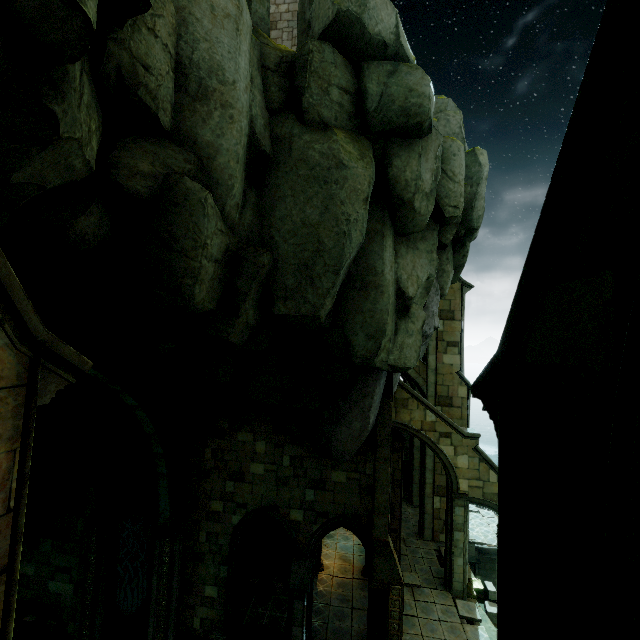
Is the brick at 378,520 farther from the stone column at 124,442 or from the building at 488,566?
the building at 488,566

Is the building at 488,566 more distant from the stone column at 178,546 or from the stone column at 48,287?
the stone column at 48,287

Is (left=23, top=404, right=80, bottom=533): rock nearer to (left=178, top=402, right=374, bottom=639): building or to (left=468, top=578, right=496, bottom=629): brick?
(left=178, top=402, right=374, bottom=639): building

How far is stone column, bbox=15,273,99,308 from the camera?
6.73m

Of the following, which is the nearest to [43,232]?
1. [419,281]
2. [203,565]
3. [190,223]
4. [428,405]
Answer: [190,223]

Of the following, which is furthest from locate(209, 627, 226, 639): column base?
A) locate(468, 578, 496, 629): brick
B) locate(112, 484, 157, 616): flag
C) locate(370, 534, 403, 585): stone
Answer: locate(468, 578, 496, 629): brick

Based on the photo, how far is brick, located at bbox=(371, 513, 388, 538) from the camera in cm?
1182

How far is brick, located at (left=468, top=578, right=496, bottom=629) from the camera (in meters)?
14.45
